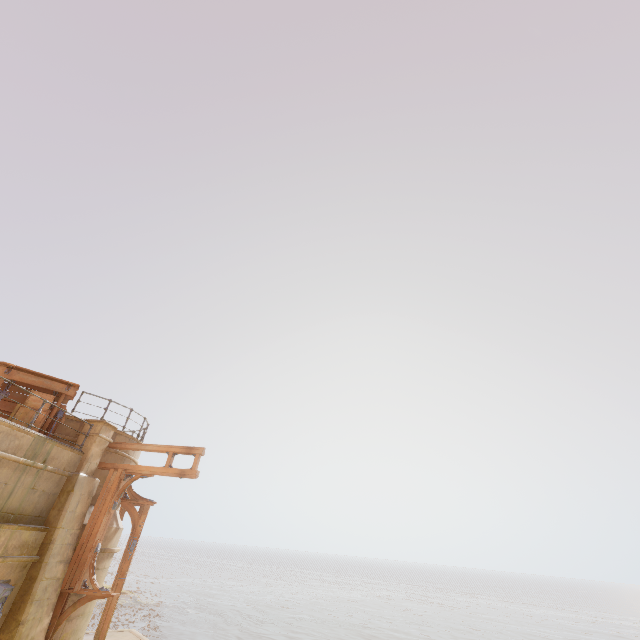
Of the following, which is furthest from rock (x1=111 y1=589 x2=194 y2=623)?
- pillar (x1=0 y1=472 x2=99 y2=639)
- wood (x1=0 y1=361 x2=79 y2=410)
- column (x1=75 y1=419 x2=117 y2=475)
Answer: wood (x1=0 y1=361 x2=79 y2=410)

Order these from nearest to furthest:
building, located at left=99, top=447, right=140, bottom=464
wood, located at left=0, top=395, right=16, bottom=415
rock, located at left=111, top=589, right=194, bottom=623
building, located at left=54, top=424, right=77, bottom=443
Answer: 1. wood, located at left=0, top=395, right=16, bottom=415
2. building, located at left=54, top=424, right=77, bottom=443
3. building, located at left=99, top=447, right=140, bottom=464
4. rock, located at left=111, top=589, right=194, bottom=623

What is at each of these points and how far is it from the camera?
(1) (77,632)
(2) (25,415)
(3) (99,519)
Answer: (1) building, 10.2 meters
(2) crate, 9.7 meters
(3) trim, 10.5 meters

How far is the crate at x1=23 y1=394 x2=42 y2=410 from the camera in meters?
10.0 m

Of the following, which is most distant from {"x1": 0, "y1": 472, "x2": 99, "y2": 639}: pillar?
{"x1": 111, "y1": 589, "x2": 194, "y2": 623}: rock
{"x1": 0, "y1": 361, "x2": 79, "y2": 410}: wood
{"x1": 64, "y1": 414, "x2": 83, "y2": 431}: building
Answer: {"x1": 111, "y1": 589, "x2": 194, "y2": 623}: rock

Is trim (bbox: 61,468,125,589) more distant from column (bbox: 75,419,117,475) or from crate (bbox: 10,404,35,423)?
crate (bbox: 10,404,35,423)

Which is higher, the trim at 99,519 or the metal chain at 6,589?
the trim at 99,519

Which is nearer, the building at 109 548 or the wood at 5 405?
the wood at 5 405
